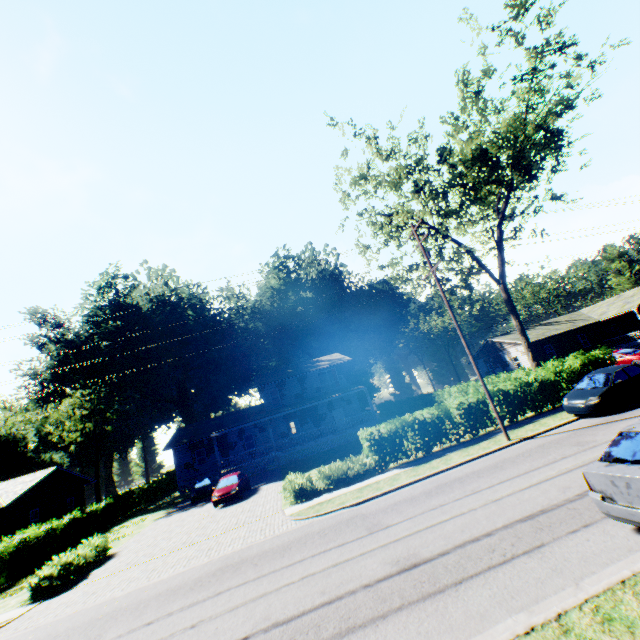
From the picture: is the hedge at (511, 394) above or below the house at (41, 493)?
below

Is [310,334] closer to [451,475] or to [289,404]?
[289,404]

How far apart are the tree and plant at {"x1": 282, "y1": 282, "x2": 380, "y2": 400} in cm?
3215

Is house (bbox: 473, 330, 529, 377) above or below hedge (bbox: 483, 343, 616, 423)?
above

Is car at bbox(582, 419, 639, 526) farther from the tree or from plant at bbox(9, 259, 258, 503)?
the tree

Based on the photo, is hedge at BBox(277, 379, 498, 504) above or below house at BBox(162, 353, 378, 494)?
below

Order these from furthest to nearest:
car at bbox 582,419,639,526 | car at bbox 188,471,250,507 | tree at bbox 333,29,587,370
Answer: car at bbox 188,471,250,507
tree at bbox 333,29,587,370
car at bbox 582,419,639,526

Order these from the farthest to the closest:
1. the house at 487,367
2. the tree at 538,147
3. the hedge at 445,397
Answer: the house at 487,367 → the tree at 538,147 → the hedge at 445,397
